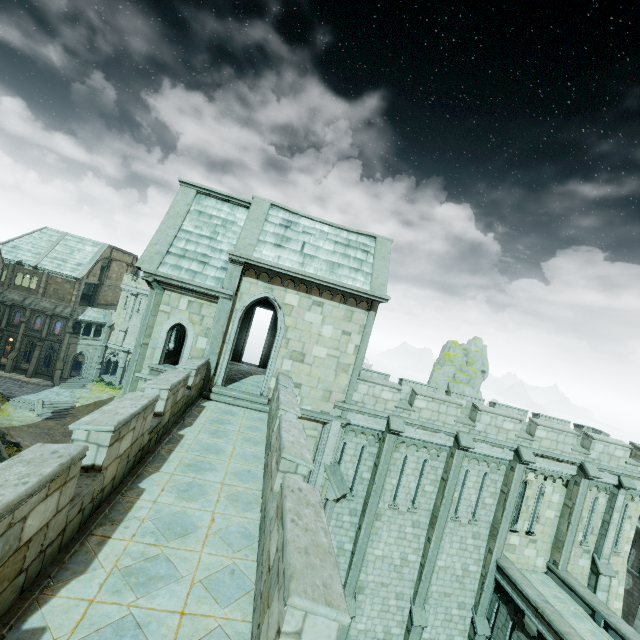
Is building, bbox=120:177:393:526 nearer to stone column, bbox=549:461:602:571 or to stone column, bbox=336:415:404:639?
stone column, bbox=336:415:404:639

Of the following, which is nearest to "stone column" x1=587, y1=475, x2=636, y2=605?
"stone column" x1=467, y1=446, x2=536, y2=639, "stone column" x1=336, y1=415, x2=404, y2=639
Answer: "stone column" x1=467, y1=446, x2=536, y2=639

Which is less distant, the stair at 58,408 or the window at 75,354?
the stair at 58,408

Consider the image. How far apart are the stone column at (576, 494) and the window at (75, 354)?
54.9m

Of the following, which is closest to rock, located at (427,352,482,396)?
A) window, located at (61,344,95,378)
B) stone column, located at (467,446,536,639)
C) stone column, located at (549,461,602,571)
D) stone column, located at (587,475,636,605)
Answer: window, located at (61,344,95,378)

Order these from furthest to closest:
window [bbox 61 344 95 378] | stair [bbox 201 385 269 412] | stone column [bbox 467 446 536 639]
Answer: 1. window [bbox 61 344 95 378]
2. stone column [bbox 467 446 536 639]
3. stair [bbox 201 385 269 412]

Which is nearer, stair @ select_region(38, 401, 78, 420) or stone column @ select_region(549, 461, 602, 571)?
stone column @ select_region(549, 461, 602, 571)

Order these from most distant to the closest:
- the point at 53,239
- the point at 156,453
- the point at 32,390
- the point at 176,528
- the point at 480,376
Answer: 1. the point at 480,376
2. the point at 53,239
3. the point at 32,390
4. the point at 156,453
5. the point at 176,528
